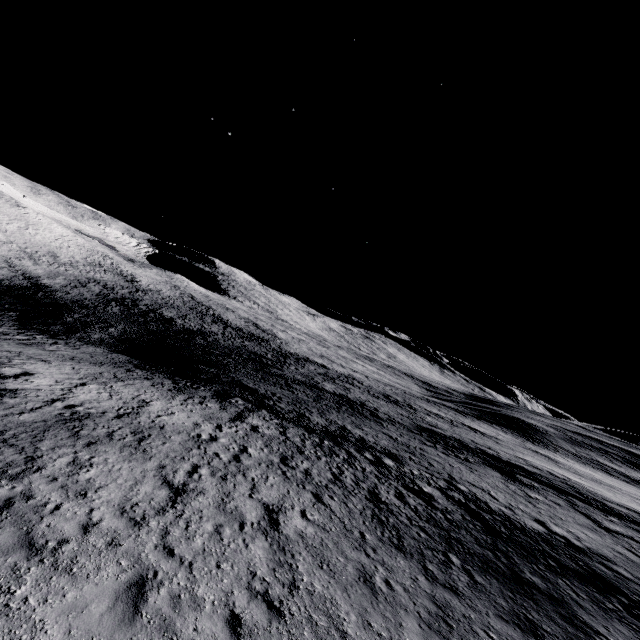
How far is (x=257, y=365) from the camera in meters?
49.5 m
